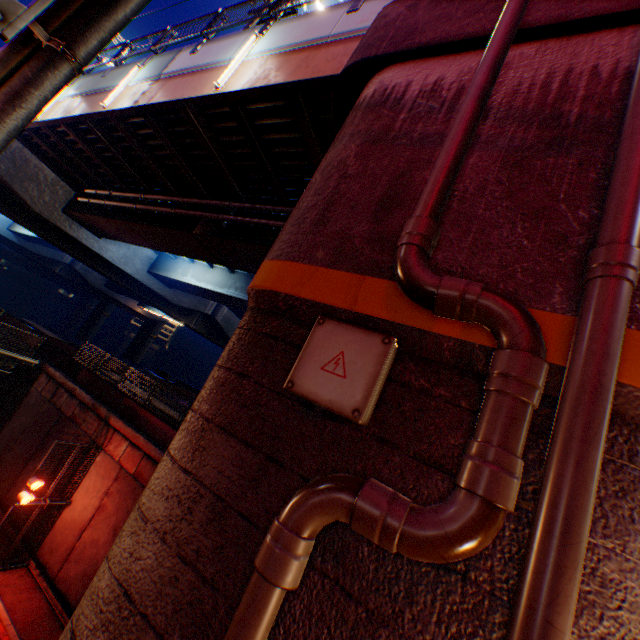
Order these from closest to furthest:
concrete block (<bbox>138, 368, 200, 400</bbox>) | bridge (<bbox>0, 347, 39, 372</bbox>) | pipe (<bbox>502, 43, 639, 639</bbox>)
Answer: pipe (<bbox>502, 43, 639, 639</bbox>) < bridge (<bbox>0, 347, 39, 372</bbox>) < concrete block (<bbox>138, 368, 200, 400</bbox>)

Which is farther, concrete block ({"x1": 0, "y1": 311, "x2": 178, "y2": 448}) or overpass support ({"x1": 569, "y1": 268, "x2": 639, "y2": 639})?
concrete block ({"x1": 0, "y1": 311, "x2": 178, "y2": 448})

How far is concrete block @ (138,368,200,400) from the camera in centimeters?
3218cm

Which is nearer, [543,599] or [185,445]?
[543,599]

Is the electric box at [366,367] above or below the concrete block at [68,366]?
above

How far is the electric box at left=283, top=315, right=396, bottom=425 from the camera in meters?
2.0

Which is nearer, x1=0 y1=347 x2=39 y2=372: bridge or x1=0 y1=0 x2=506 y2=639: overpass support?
x1=0 y1=0 x2=506 y2=639: overpass support

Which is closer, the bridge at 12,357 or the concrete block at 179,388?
the bridge at 12,357
